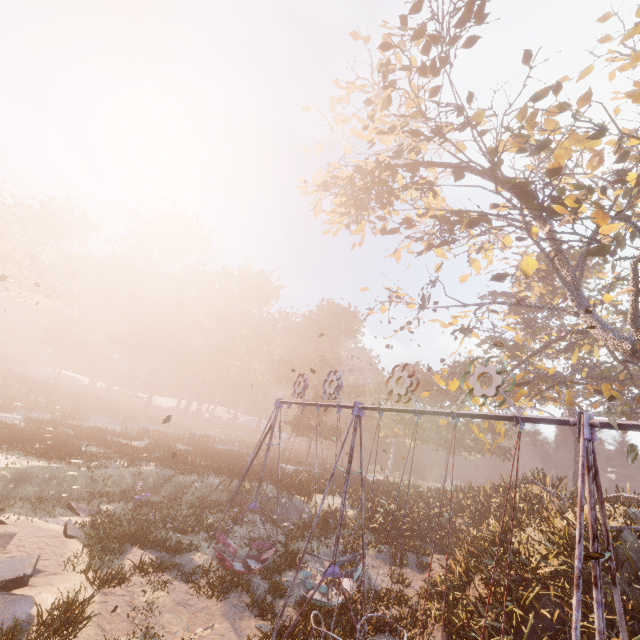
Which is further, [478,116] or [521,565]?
[478,116]

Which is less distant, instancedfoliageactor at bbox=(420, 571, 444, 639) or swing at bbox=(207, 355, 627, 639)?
swing at bbox=(207, 355, 627, 639)

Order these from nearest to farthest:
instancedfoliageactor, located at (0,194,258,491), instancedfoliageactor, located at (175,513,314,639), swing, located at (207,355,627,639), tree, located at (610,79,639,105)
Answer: swing, located at (207,355,627,639) → instancedfoliageactor, located at (175,513,314,639) → tree, located at (610,79,639,105) → instancedfoliageactor, located at (0,194,258,491)

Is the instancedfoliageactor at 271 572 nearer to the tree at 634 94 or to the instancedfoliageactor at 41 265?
the tree at 634 94

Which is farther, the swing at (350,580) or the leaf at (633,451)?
the leaf at (633,451)

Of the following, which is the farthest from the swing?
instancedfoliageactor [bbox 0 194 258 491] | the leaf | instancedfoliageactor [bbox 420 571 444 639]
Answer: instancedfoliageactor [bbox 0 194 258 491]

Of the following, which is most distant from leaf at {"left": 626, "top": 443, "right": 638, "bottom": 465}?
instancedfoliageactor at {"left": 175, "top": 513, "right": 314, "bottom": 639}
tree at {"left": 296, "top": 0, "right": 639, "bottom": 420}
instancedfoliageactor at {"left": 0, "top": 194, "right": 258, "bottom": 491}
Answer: instancedfoliageactor at {"left": 0, "top": 194, "right": 258, "bottom": 491}
